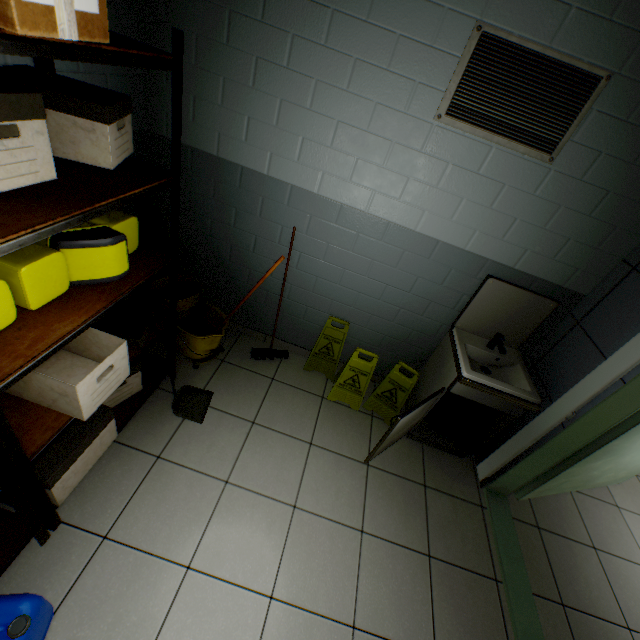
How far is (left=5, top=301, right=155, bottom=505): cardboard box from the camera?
1.50m

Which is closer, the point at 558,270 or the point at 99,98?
the point at 99,98

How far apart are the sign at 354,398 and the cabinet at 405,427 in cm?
47

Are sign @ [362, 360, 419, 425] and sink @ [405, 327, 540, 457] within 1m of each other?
yes

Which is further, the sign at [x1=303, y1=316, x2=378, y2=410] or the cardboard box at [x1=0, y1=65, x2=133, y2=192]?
the sign at [x1=303, y1=316, x2=378, y2=410]

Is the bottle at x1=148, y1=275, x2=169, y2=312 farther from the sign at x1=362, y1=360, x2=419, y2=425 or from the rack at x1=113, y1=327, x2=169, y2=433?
the sign at x1=362, y1=360, x2=419, y2=425

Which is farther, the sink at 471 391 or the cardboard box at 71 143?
the sink at 471 391

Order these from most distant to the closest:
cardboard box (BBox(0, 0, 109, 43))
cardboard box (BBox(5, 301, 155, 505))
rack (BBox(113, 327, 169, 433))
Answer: rack (BBox(113, 327, 169, 433)), cardboard box (BBox(5, 301, 155, 505)), cardboard box (BBox(0, 0, 109, 43))
